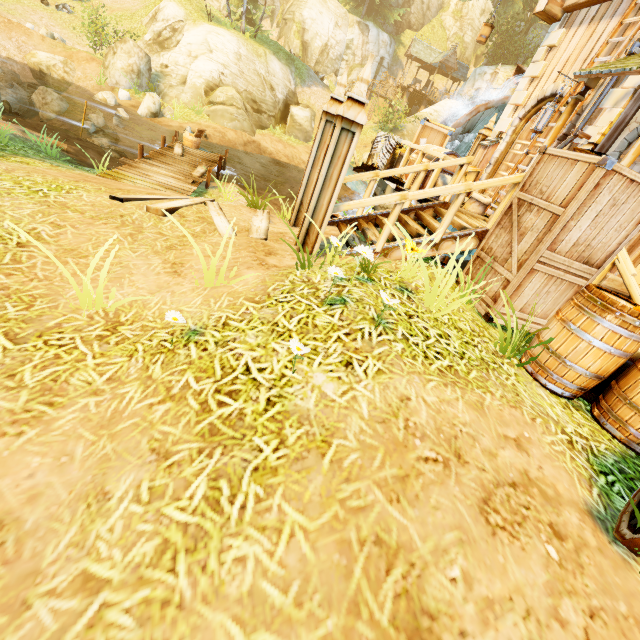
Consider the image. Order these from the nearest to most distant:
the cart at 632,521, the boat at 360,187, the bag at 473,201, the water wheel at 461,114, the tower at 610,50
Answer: the cart at 632,521, the bag at 473,201, the tower at 610,50, the water wheel at 461,114, the boat at 360,187

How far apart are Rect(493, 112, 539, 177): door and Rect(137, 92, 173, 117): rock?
17.1m

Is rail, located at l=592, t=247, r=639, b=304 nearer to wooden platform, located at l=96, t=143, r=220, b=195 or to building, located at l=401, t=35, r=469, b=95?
wooden platform, located at l=96, t=143, r=220, b=195

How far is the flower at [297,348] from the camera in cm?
213

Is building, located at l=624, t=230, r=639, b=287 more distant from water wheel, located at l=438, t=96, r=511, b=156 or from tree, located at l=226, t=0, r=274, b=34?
tree, located at l=226, t=0, r=274, b=34

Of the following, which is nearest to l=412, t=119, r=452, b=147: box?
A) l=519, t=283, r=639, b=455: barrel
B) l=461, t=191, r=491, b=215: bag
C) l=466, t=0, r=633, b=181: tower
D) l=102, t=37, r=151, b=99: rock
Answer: l=461, t=191, r=491, b=215: bag

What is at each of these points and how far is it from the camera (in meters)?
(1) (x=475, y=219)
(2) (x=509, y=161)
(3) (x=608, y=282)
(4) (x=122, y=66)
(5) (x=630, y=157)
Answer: (1) wooden platform, 6.20
(2) door, 9.71
(3) building, 5.54
(4) rock, 18.11
(5) building, 4.52

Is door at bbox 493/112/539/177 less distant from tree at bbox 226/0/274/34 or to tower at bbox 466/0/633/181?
tower at bbox 466/0/633/181
